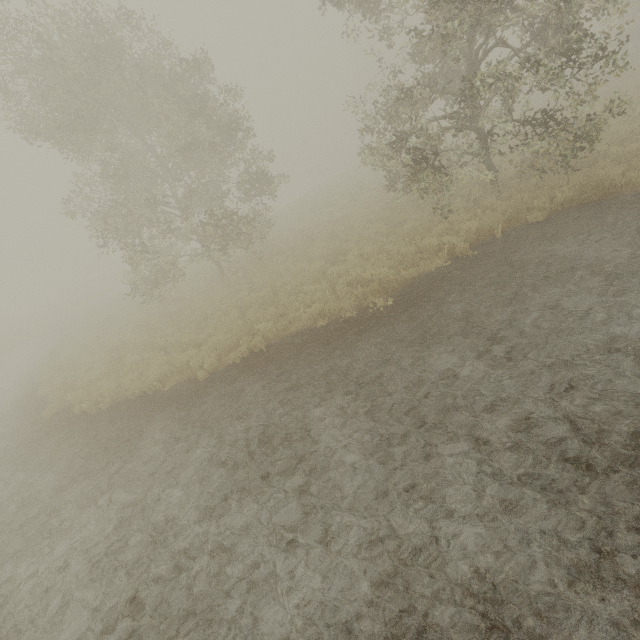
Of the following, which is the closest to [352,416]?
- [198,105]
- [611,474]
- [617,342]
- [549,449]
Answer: [549,449]
